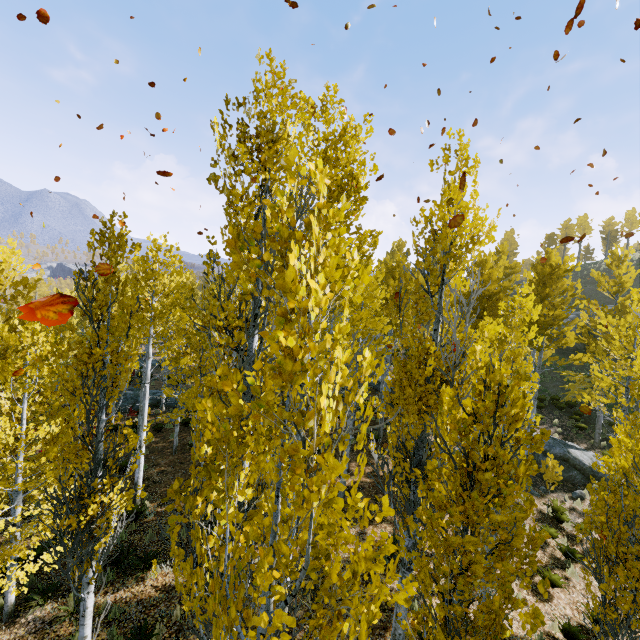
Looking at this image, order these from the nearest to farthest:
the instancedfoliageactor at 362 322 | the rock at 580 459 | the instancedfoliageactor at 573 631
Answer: the instancedfoliageactor at 362 322
the instancedfoliageactor at 573 631
the rock at 580 459

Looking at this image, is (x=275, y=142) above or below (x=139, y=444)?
above

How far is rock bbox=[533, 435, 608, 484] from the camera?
15.3m

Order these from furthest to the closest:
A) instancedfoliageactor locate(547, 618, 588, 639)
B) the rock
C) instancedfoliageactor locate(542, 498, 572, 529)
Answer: the rock
instancedfoliageactor locate(542, 498, 572, 529)
instancedfoliageactor locate(547, 618, 588, 639)

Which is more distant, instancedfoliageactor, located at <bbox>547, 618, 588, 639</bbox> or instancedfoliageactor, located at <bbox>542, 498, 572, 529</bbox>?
instancedfoliageactor, located at <bbox>542, 498, 572, 529</bbox>

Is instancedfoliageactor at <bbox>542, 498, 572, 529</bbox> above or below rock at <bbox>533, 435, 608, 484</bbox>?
below

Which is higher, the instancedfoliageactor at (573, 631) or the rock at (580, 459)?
the rock at (580, 459)
